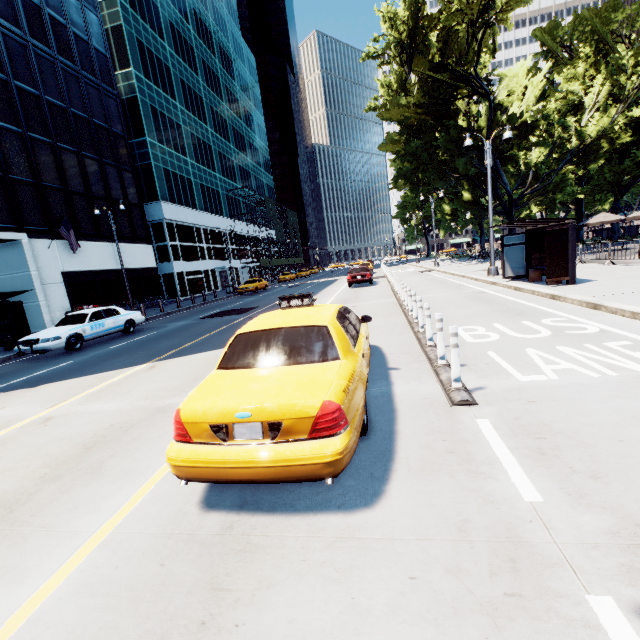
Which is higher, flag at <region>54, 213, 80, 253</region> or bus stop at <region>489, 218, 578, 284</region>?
flag at <region>54, 213, 80, 253</region>

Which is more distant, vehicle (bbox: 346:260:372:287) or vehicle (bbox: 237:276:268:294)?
vehicle (bbox: 237:276:268:294)

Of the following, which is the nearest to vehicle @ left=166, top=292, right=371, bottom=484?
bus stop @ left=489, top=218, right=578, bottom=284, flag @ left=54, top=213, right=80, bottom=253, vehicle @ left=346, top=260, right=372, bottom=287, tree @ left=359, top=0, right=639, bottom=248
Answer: bus stop @ left=489, top=218, right=578, bottom=284

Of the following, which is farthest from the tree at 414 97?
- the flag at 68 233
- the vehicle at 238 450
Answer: the flag at 68 233

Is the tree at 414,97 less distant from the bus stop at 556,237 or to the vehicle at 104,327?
the bus stop at 556,237

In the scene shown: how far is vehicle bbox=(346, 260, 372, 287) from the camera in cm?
2302

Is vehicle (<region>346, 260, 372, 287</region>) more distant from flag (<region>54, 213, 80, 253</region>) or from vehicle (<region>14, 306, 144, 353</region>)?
Answer: flag (<region>54, 213, 80, 253</region>)

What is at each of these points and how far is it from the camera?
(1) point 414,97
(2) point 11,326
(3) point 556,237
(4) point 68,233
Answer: (1) tree, 32.66m
(2) bus stop, 14.62m
(3) bus stop, 11.13m
(4) flag, 21.25m
